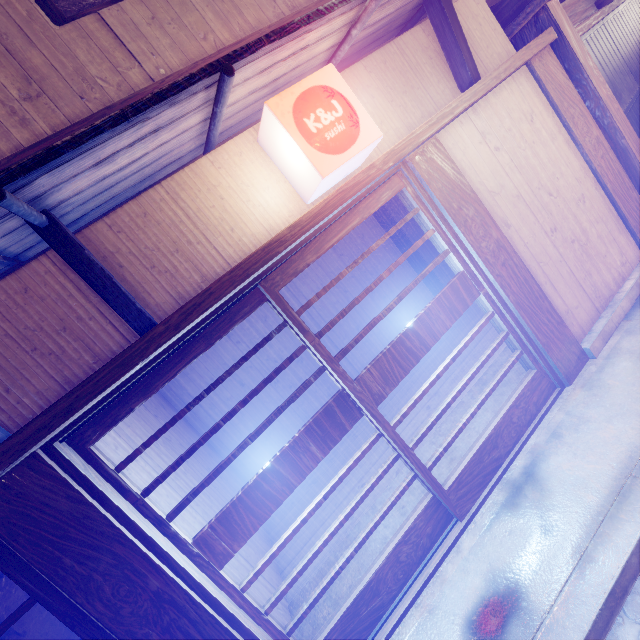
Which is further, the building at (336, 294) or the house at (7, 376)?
the building at (336, 294)

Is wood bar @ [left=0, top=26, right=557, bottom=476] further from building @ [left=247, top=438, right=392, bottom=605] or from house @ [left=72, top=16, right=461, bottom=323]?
building @ [left=247, top=438, right=392, bottom=605]

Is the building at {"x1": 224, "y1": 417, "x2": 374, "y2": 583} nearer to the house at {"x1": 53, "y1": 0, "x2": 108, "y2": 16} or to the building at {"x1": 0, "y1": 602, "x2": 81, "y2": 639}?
the building at {"x1": 0, "y1": 602, "x2": 81, "y2": 639}

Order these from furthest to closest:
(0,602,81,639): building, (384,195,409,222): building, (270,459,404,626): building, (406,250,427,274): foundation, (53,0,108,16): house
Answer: (406,250,427,274): foundation → (384,195,409,222): building → (0,602,81,639): building → (53,0,108,16): house → (270,459,404,626): building

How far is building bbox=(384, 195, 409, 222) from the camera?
12.2 meters

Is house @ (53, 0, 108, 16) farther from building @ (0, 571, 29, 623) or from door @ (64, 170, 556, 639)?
building @ (0, 571, 29, 623)

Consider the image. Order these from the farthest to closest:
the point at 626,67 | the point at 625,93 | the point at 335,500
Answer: the point at 626,67 < the point at 625,93 < the point at 335,500

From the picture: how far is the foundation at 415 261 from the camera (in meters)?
13.46
